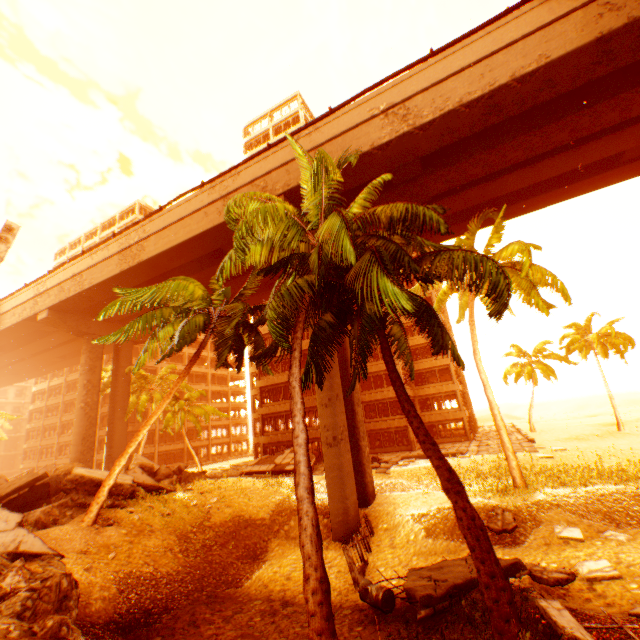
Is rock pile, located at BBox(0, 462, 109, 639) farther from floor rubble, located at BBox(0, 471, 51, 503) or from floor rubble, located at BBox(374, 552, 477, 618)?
floor rubble, located at BBox(374, 552, 477, 618)

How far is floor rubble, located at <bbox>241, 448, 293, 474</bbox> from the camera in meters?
28.2

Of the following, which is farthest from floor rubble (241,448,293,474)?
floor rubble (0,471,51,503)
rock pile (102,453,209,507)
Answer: floor rubble (0,471,51,503)

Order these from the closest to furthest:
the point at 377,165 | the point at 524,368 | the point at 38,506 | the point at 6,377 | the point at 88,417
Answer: the point at 38,506
the point at 377,165
the point at 88,417
the point at 524,368
the point at 6,377

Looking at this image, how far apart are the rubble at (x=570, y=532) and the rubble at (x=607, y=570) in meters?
2.2 m

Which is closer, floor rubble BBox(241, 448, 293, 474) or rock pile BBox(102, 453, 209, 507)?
rock pile BBox(102, 453, 209, 507)

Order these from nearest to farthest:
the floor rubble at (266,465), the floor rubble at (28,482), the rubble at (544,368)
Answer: the floor rubble at (28,482) → the floor rubble at (266,465) → the rubble at (544,368)

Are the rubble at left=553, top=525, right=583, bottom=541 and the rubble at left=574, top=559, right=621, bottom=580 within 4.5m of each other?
yes
